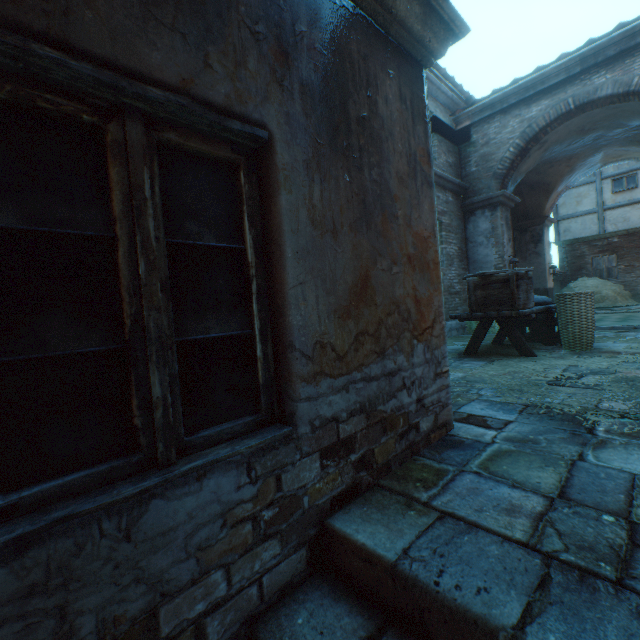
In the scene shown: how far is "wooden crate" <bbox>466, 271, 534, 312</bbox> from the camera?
4.68m

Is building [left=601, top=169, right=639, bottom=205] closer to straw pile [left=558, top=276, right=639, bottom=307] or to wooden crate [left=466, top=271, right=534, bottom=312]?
straw pile [left=558, top=276, right=639, bottom=307]

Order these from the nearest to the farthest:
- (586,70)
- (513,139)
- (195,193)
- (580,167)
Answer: (195,193) < (586,70) < (513,139) < (580,167)

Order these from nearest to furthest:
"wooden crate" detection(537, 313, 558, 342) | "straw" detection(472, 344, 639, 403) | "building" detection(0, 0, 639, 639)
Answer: "building" detection(0, 0, 639, 639) < "straw" detection(472, 344, 639, 403) < "wooden crate" detection(537, 313, 558, 342)

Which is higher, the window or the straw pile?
the window

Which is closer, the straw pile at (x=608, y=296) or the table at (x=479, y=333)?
the table at (x=479, y=333)

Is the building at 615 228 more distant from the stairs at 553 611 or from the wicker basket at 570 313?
the wicker basket at 570 313

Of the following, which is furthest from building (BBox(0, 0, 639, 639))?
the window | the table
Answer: the table
